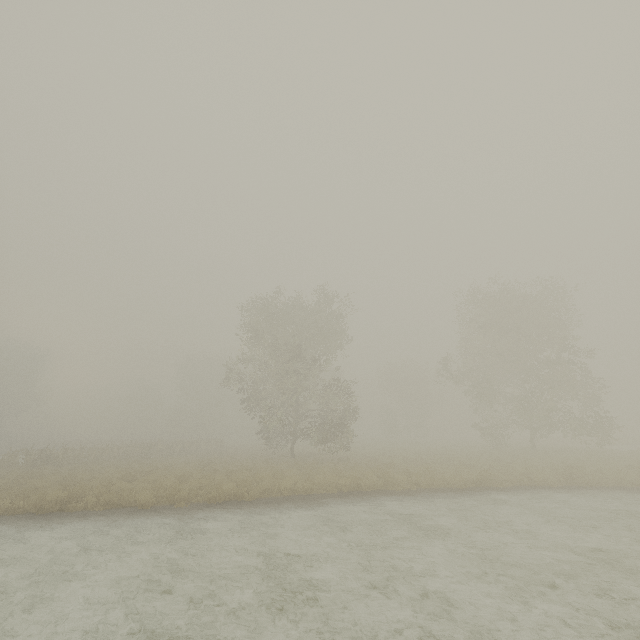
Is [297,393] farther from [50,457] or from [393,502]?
[50,457]
